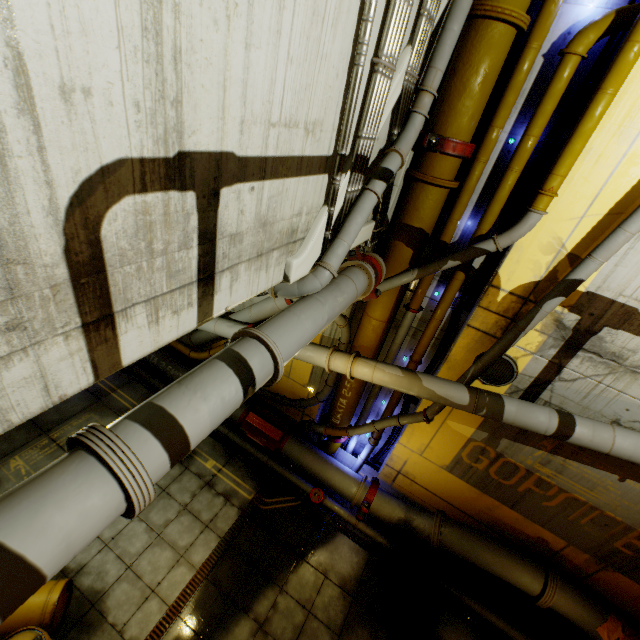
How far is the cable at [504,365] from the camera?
6.4 meters

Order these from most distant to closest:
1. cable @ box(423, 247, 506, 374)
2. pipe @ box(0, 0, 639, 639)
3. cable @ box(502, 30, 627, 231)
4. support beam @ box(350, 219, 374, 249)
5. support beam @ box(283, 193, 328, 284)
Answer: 1. cable @ box(423, 247, 506, 374)
2. support beam @ box(350, 219, 374, 249)
3. cable @ box(502, 30, 627, 231)
4. support beam @ box(283, 193, 328, 284)
5. pipe @ box(0, 0, 639, 639)

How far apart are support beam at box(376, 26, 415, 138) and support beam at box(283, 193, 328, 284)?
0.34m

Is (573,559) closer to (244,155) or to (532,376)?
(532,376)

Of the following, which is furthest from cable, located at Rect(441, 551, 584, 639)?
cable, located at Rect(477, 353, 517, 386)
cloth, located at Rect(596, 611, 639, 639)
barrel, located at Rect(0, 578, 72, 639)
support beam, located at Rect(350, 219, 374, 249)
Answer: support beam, located at Rect(350, 219, 374, 249)

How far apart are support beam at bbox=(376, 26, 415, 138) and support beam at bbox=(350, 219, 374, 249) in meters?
1.1 m

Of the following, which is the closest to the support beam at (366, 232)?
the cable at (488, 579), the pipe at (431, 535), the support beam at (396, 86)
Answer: the pipe at (431, 535)

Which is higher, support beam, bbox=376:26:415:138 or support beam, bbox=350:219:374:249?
support beam, bbox=376:26:415:138
